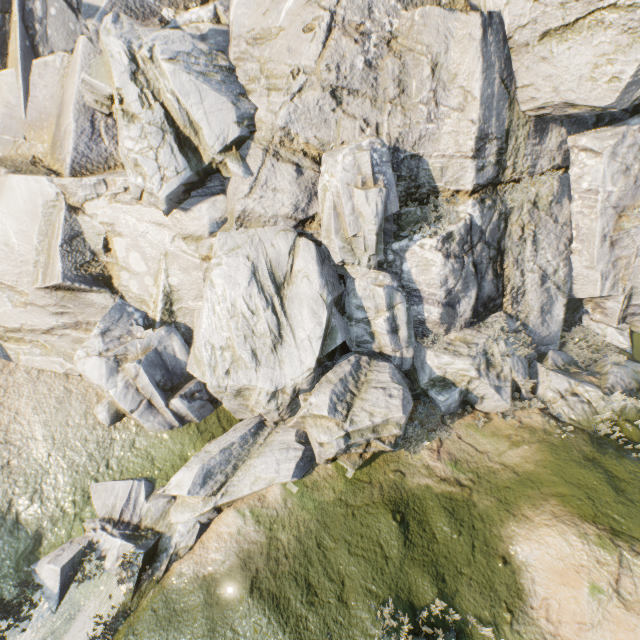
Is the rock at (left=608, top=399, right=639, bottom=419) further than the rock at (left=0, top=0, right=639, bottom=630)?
Yes

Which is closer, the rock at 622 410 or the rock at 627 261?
the rock at 627 261

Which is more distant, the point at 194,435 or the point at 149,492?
the point at 194,435
